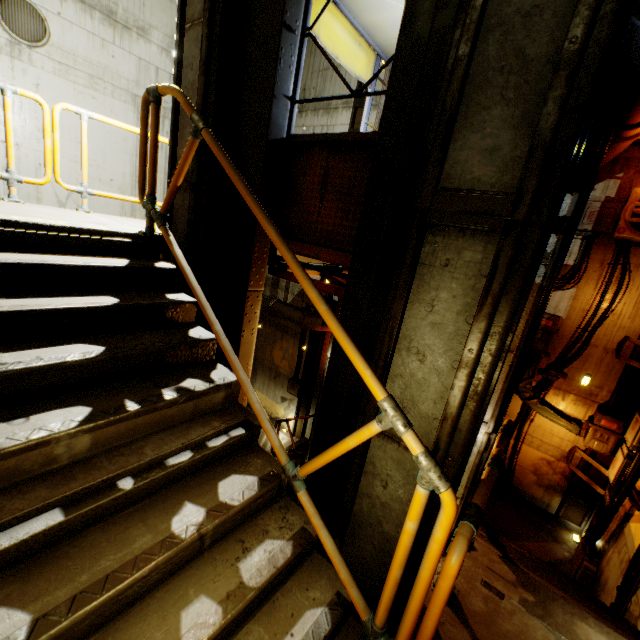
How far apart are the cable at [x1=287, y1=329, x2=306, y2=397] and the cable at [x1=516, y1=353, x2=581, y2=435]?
6.5m

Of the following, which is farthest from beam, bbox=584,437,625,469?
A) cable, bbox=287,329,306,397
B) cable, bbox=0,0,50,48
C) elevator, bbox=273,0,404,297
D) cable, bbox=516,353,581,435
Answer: cable, bbox=0,0,50,48

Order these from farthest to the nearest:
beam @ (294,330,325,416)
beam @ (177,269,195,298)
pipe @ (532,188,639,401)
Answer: beam @ (294,330,325,416), pipe @ (532,188,639,401), beam @ (177,269,195,298)

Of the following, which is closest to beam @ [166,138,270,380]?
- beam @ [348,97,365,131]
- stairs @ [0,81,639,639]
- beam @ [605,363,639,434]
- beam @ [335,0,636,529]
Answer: stairs @ [0,81,639,639]

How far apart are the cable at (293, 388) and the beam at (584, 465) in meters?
7.7 m

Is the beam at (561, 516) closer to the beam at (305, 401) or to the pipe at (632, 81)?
the pipe at (632, 81)

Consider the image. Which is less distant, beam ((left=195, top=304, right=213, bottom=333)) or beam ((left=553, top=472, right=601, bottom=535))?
beam ((left=195, top=304, right=213, bottom=333))

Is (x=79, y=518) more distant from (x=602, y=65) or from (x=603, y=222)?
(x=603, y=222)
